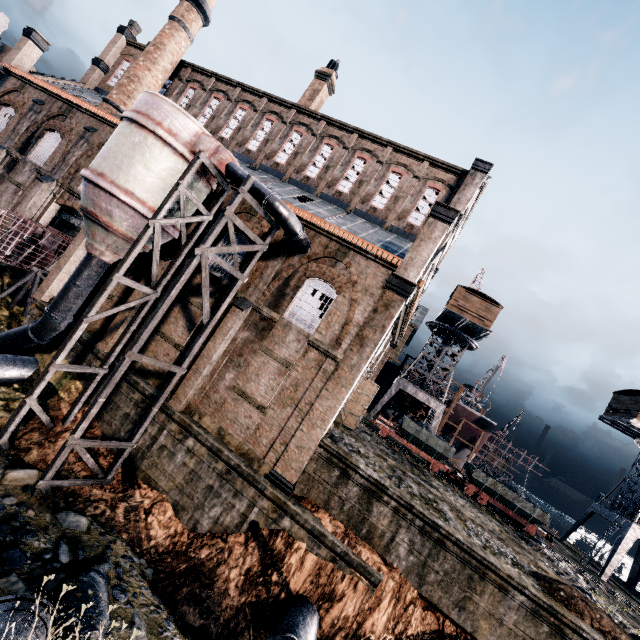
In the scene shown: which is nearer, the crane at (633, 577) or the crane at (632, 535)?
the crane at (632, 535)

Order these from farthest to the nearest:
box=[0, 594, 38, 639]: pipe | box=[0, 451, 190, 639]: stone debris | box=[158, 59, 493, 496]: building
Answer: box=[158, 59, 493, 496]: building → box=[0, 451, 190, 639]: stone debris → box=[0, 594, 38, 639]: pipe

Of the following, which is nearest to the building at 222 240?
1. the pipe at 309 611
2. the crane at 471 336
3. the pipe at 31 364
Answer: the pipe at 31 364

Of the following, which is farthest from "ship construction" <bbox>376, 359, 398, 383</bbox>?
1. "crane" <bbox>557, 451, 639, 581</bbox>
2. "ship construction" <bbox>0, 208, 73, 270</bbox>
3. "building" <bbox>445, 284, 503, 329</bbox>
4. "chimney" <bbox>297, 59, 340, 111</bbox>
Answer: "chimney" <bbox>297, 59, 340, 111</bbox>

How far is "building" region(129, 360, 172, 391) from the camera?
17.55m

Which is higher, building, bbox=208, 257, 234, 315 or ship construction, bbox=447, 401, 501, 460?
ship construction, bbox=447, 401, 501, 460

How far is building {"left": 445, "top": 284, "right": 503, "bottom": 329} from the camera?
34.1m

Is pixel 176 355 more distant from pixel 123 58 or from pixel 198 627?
pixel 123 58
